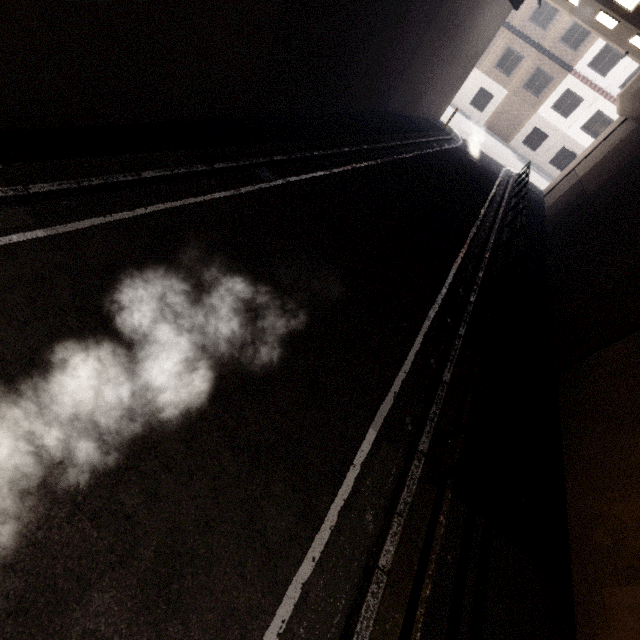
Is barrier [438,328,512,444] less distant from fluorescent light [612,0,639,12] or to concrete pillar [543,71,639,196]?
concrete pillar [543,71,639,196]

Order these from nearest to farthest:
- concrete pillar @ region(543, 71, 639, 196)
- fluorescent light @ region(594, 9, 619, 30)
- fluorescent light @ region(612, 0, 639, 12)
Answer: fluorescent light @ region(612, 0, 639, 12)
fluorescent light @ region(594, 9, 619, 30)
concrete pillar @ region(543, 71, 639, 196)

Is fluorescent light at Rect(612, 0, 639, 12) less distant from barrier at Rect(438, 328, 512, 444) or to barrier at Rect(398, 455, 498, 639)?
barrier at Rect(438, 328, 512, 444)

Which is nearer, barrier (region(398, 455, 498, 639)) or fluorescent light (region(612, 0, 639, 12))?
barrier (region(398, 455, 498, 639))

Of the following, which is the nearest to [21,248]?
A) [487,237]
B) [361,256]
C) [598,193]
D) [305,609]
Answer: [305,609]

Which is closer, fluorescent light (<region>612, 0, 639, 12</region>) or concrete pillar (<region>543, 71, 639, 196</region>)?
fluorescent light (<region>612, 0, 639, 12</region>)

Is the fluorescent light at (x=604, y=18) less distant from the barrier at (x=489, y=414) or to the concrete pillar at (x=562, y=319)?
the concrete pillar at (x=562, y=319)

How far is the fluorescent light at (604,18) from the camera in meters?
13.7 m
